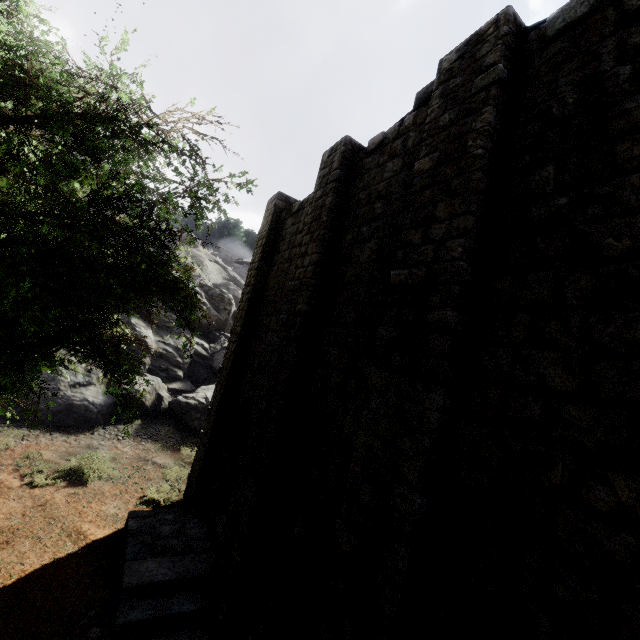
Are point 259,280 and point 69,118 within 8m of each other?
no

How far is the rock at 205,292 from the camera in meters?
20.6

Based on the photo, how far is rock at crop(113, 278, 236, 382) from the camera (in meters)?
20.56

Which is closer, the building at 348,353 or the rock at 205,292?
the building at 348,353

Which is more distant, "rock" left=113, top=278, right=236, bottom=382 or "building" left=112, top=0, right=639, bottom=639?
"rock" left=113, top=278, right=236, bottom=382
